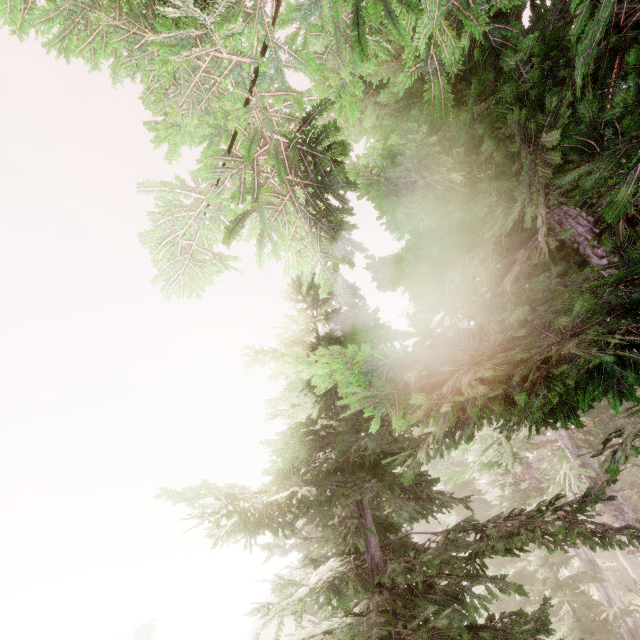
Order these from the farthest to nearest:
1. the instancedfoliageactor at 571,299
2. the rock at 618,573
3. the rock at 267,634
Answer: the rock at 267,634
the rock at 618,573
the instancedfoliageactor at 571,299

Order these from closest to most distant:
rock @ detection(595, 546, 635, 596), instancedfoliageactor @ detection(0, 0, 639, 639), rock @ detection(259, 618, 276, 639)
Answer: instancedfoliageactor @ detection(0, 0, 639, 639) → rock @ detection(595, 546, 635, 596) → rock @ detection(259, 618, 276, 639)

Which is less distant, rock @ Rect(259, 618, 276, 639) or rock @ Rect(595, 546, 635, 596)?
rock @ Rect(595, 546, 635, 596)

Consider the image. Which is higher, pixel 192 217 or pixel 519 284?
pixel 192 217

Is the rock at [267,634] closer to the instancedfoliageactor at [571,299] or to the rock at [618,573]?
the instancedfoliageactor at [571,299]

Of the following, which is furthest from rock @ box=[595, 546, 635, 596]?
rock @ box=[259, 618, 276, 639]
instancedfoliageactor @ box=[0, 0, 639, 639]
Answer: rock @ box=[259, 618, 276, 639]

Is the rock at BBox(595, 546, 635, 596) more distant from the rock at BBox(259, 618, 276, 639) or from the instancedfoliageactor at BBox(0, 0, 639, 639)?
the rock at BBox(259, 618, 276, 639)
